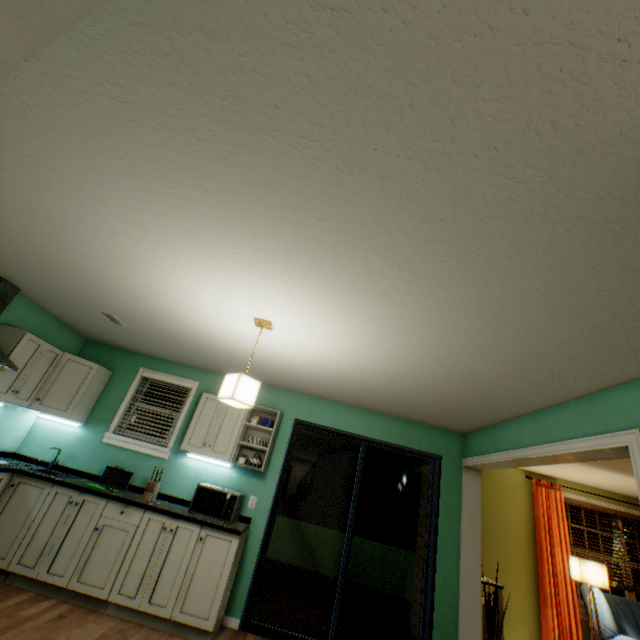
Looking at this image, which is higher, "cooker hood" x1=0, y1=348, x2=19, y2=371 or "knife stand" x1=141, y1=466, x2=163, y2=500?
"cooker hood" x1=0, y1=348, x2=19, y2=371

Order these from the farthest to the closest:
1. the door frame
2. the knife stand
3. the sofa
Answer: the sofa, the knife stand, the door frame

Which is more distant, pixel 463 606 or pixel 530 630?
pixel 530 630

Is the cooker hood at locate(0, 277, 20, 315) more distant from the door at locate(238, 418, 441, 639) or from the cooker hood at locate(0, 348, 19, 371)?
the door at locate(238, 418, 441, 639)

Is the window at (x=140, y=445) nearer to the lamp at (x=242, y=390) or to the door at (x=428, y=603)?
the door at (x=428, y=603)

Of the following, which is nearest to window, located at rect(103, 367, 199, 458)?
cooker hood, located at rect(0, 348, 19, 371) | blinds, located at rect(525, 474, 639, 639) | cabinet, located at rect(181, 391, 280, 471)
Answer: cabinet, located at rect(181, 391, 280, 471)

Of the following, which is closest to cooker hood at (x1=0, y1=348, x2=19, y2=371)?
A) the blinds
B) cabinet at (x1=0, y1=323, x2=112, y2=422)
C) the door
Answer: cabinet at (x1=0, y1=323, x2=112, y2=422)

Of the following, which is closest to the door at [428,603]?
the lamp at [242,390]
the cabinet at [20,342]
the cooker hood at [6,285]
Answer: the lamp at [242,390]
